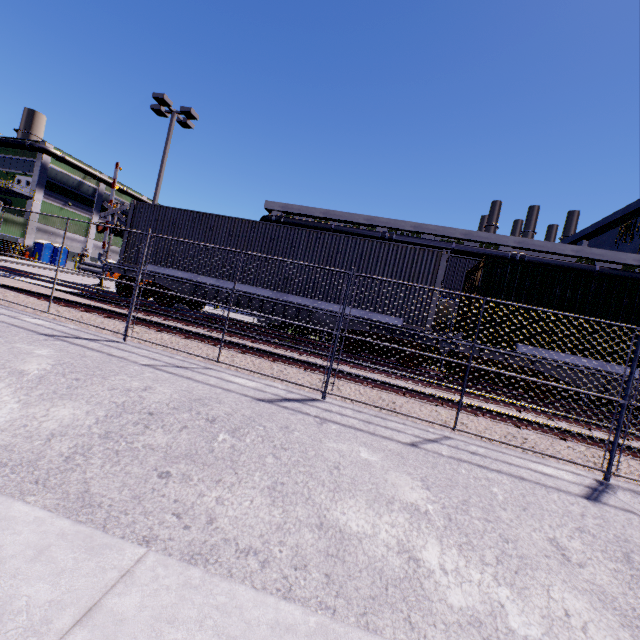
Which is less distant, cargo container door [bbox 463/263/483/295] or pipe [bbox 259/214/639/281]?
cargo container door [bbox 463/263/483/295]

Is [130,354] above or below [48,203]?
below

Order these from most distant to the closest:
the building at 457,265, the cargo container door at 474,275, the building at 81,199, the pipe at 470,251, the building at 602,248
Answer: the building at 81,199 < the building at 602,248 < the pipe at 470,251 < the building at 457,265 < the cargo container door at 474,275

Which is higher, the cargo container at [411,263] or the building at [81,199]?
the building at [81,199]

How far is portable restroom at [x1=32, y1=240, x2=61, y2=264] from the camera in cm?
4100

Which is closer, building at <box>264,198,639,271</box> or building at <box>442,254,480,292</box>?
building at <box>442,254,480,292</box>

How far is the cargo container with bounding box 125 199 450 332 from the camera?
10.3m

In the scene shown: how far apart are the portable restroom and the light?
30.6m
